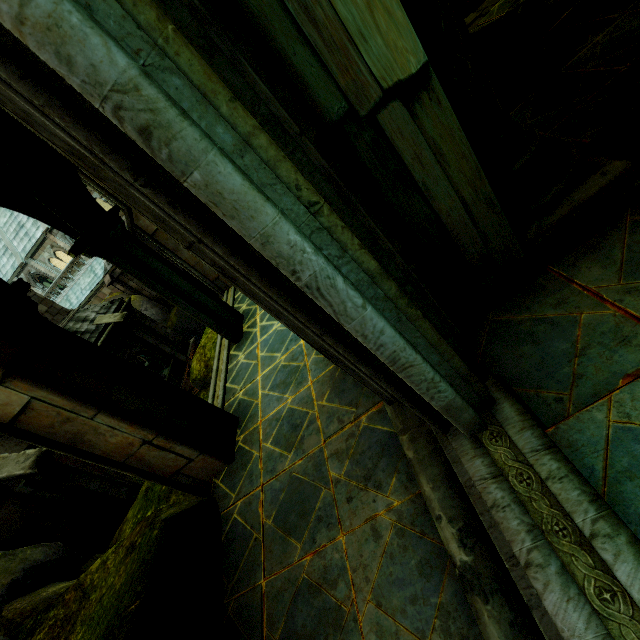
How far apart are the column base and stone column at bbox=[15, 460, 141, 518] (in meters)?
12.56

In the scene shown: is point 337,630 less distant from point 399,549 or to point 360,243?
point 399,549

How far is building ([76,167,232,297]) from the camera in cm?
747

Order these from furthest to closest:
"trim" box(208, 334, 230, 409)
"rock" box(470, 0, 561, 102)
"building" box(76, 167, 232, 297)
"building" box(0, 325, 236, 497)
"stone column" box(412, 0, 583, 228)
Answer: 1. "building" box(76, 167, 232, 297)
2. "trim" box(208, 334, 230, 409)
3. "rock" box(470, 0, 561, 102)
4. "building" box(0, 325, 236, 497)
5. "stone column" box(412, 0, 583, 228)

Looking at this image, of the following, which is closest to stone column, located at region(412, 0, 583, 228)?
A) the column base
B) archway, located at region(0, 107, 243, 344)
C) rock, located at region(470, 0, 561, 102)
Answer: the column base

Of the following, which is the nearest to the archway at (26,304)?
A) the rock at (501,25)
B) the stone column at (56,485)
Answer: the rock at (501,25)

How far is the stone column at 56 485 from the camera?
9.6m

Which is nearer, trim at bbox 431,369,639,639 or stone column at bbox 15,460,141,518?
trim at bbox 431,369,639,639
